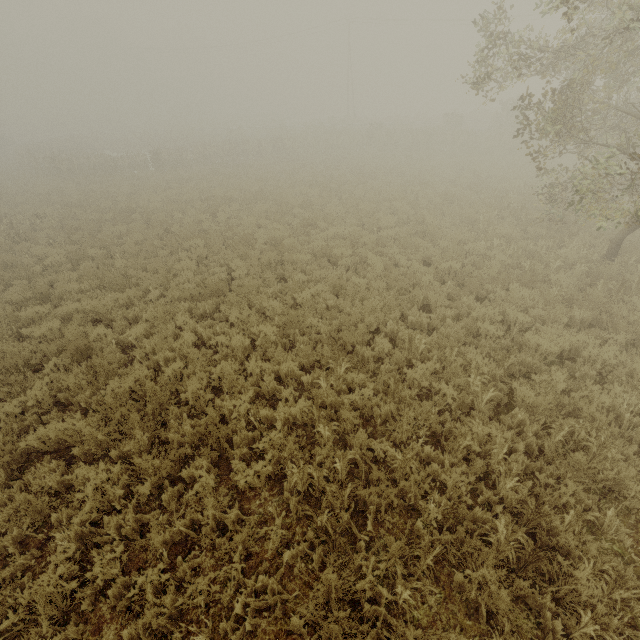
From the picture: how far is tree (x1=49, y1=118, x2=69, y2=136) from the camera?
53.4 meters

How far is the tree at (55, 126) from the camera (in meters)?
53.38

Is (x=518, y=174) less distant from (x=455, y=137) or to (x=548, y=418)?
(x=455, y=137)
